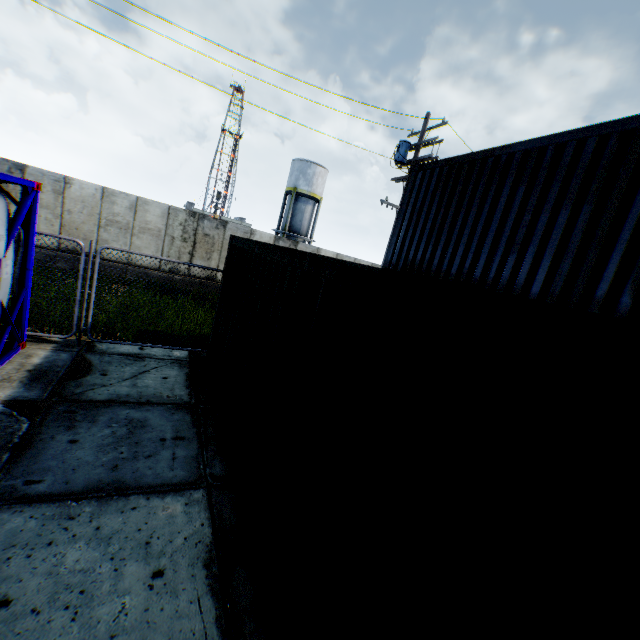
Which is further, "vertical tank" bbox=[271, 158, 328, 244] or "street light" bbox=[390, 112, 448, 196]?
"vertical tank" bbox=[271, 158, 328, 244]

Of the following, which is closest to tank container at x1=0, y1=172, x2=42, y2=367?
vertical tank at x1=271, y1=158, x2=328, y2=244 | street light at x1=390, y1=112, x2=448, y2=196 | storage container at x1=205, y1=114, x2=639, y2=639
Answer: storage container at x1=205, y1=114, x2=639, y2=639

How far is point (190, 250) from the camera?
14.8 meters

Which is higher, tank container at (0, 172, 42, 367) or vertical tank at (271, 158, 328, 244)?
vertical tank at (271, 158, 328, 244)

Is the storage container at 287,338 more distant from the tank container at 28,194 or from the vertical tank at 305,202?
the vertical tank at 305,202

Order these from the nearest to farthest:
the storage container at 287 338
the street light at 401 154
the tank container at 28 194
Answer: the storage container at 287 338, the tank container at 28 194, the street light at 401 154

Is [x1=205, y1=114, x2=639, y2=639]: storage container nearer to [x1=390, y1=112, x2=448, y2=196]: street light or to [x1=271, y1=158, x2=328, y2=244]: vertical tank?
[x1=390, y1=112, x2=448, y2=196]: street light
